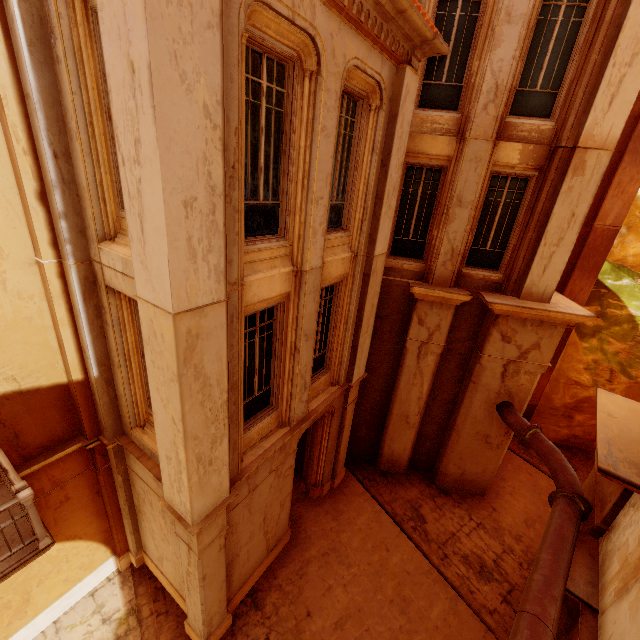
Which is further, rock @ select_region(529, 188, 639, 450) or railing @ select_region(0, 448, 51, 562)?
rock @ select_region(529, 188, 639, 450)

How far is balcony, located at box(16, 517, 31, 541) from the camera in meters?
5.0

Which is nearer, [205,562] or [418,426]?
[205,562]

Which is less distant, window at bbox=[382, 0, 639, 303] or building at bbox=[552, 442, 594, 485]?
window at bbox=[382, 0, 639, 303]

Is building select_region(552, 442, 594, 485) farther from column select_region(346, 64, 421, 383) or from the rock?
column select_region(346, 64, 421, 383)

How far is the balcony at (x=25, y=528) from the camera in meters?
5.0

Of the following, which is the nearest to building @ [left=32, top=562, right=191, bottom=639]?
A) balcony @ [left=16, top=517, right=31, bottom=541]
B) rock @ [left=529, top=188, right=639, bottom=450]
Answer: rock @ [left=529, top=188, right=639, bottom=450]

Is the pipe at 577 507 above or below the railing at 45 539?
below
